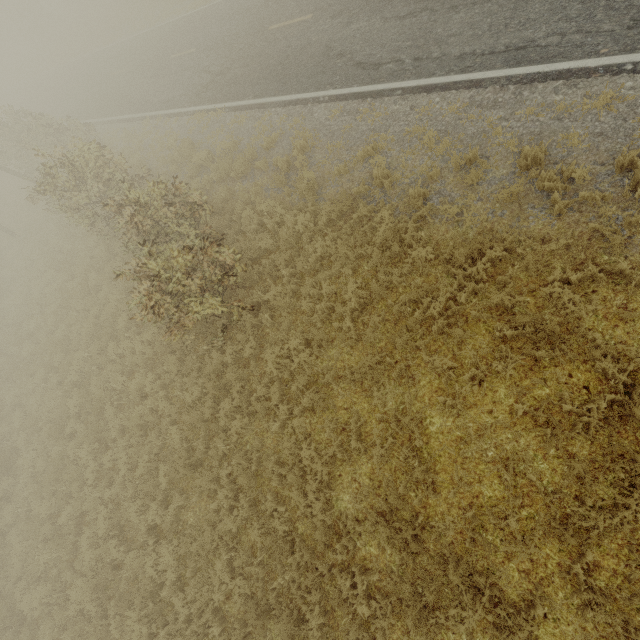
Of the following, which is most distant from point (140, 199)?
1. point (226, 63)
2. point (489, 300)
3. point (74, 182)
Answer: point (226, 63)
